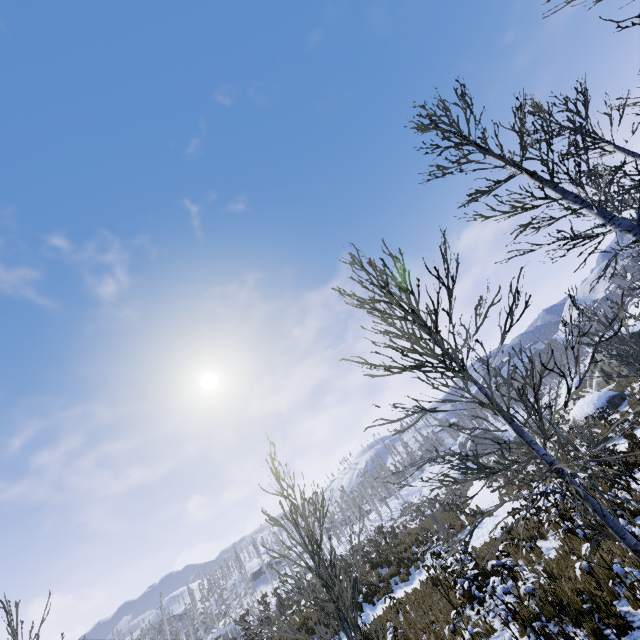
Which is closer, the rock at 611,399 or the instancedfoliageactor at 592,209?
the instancedfoliageactor at 592,209

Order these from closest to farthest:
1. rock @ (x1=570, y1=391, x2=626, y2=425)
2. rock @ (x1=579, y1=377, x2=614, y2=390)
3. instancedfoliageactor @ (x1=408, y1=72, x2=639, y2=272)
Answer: instancedfoliageactor @ (x1=408, y1=72, x2=639, y2=272), rock @ (x1=570, y1=391, x2=626, y2=425), rock @ (x1=579, y1=377, x2=614, y2=390)

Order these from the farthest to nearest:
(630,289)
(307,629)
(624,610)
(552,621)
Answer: (630,289) < (307,629) < (552,621) < (624,610)

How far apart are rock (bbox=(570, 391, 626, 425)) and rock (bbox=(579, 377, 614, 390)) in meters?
4.0

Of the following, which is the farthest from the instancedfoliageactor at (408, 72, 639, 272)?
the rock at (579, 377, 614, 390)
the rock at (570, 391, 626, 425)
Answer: the rock at (579, 377, 614, 390)

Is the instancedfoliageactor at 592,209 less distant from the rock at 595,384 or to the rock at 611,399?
the rock at 611,399

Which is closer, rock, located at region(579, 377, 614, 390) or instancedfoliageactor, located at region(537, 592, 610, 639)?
instancedfoliageactor, located at region(537, 592, 610, 639)
